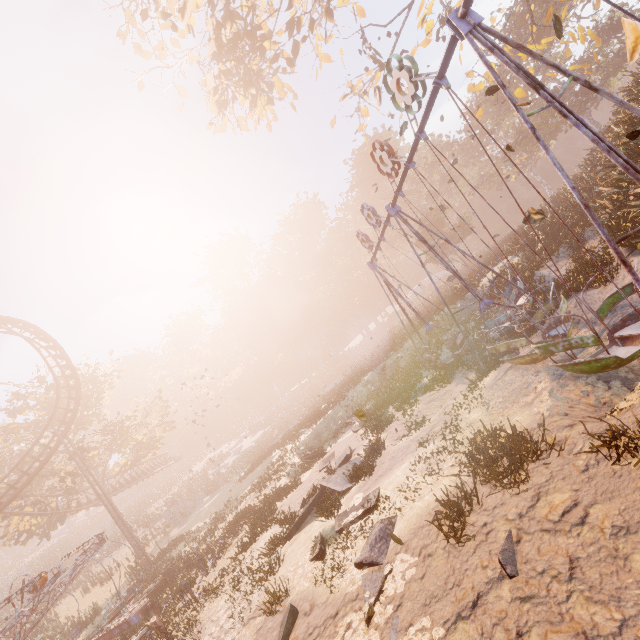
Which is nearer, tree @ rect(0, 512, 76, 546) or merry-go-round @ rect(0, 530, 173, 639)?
merry-go-round @ rect(0, 530, 173, 639)

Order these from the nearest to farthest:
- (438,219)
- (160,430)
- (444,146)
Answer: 1. (160,430)
2. (438,219)
3. (444,146)

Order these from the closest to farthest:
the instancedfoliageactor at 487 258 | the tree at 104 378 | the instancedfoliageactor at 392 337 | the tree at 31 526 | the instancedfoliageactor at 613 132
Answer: the instancedfoliageactor at 613 132
the instancedfoliageactor at 392 337
the instancedfoliageactor at 487 258
the tree at 31 526
the tree at 104 378

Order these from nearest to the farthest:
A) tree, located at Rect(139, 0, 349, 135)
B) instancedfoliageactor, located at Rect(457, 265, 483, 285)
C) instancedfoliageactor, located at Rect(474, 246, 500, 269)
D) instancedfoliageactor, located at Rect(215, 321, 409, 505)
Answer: tree, located at Rect(139, 0, 349, 135) < instancedfoliageactor, located at Rect(457, 265, 483, 285) < instancedfoliageactor, located at Rect(215, 321, 409, 505) < instancedfoliageactor, located at Rect(474, 246, 500, 269)

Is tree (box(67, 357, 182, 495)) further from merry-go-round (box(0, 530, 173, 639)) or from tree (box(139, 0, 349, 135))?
tree (box(139, 0, 349, 135))

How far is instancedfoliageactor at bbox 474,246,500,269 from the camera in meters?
23.9 m

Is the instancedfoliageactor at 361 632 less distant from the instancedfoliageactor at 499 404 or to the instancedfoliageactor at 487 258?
the instancedfoliageactor at 499 404

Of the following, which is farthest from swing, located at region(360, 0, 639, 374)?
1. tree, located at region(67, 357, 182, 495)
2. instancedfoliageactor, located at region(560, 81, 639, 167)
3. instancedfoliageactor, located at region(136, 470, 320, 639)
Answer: tree, located at region(67, 357, 182, 495)
